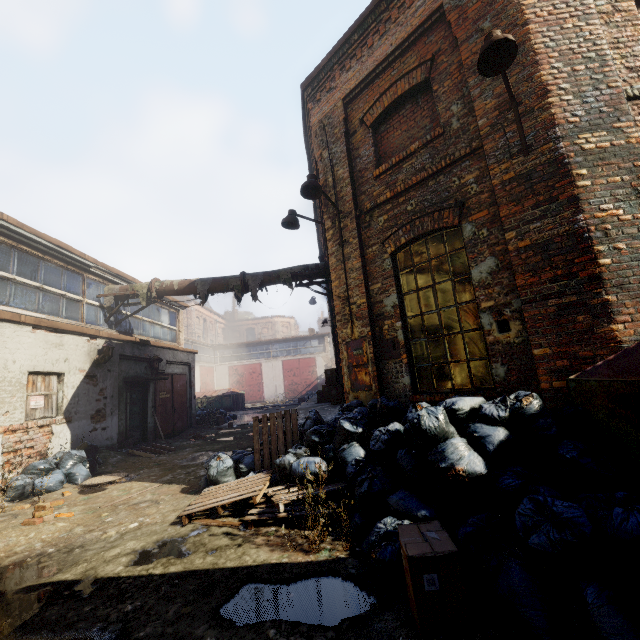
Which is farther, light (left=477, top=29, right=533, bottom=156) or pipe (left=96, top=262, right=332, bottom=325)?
pipe (left=96, top=262, right=332, bottom=325)

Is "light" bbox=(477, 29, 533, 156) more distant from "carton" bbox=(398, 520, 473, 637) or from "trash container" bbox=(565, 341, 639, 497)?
"carton" bbox=(398, 520, 473, 637)

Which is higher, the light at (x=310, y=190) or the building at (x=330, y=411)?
the light at (x=310, y=190)

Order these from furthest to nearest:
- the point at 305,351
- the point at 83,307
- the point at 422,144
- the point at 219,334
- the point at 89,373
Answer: the point at 219,334
the point at 305,351
the point at 83,307
the point at 89,373
the point at 422,144

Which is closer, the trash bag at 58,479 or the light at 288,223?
the trash bag at 58,479

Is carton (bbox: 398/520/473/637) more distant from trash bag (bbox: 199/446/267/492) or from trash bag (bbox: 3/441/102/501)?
trash bag (bbox: 3/441/102/501)

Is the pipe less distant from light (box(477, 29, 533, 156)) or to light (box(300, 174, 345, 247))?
light (box(300, 174, 345, 247))

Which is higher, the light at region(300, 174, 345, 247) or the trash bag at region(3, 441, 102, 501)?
the light at region(300, 174, 345, 247)
